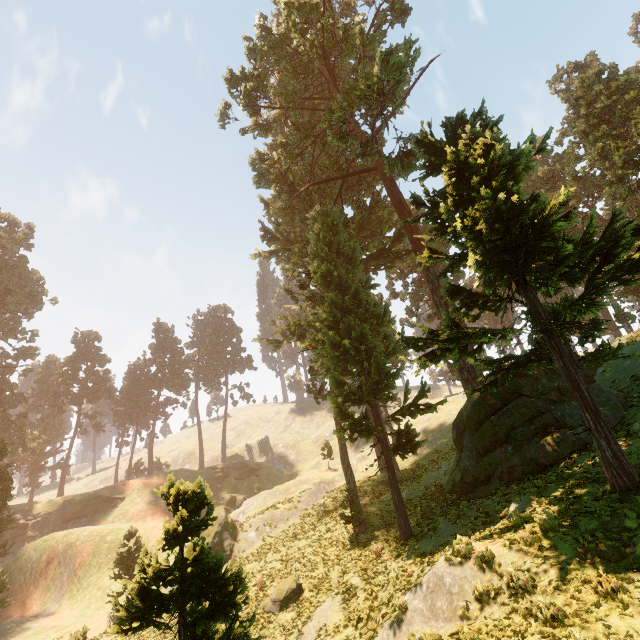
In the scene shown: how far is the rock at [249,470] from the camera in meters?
53.9 m

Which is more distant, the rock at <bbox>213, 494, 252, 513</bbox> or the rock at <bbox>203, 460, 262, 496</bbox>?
the rock at <bbox>203, 460, 262, 496</bbox>

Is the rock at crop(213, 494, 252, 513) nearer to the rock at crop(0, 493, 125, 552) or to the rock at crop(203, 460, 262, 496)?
the rock at crop(203, 460, 262, 496)

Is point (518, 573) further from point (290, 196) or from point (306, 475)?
point (290, 196)

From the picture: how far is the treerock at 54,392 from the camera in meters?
57.0

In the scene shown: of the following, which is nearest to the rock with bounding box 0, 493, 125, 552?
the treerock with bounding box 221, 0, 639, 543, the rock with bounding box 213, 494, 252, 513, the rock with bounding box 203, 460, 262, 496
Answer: the treerock with bounding box 221, 0, 639, 543

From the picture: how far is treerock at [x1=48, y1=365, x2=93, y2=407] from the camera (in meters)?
57.00
